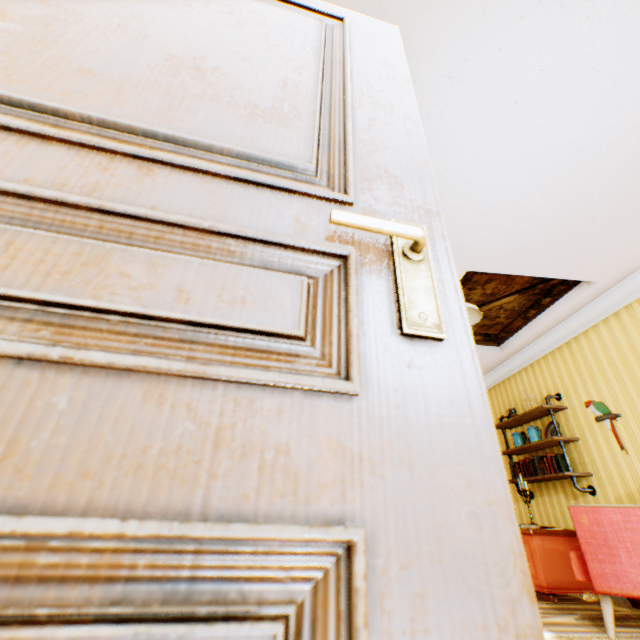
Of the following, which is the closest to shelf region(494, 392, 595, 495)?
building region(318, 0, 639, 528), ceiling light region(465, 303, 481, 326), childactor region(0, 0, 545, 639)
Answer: building region(318, 0, 639, 528)

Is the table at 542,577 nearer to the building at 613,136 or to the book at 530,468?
the building at 613,136

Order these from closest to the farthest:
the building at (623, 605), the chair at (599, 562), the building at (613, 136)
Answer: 1. the building at (613, 136)
2. the chair at (599, 562)
3. the building at (623, 605)

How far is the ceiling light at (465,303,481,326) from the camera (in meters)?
3.23

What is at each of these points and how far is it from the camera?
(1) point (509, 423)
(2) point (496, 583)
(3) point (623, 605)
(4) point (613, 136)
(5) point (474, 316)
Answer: (1) shelf, 5.33m
(2) childactor, 0.34m
(3) building, 3.40m
(4) building, 2.38m
(5) ceiling light, 3.45m

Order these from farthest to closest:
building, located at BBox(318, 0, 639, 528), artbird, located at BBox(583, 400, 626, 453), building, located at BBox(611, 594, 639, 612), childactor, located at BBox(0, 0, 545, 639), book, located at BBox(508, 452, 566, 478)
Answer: book, located at BBox(508, 452, 566, 478) → artbird, located at BBox(583, 400, 626, 453) → building, located at BBox(611, 594, 639, 612) → building, located at BBox(318, 0, 639, 528) → childactor, located at BBox(0, 0, 545, 639)

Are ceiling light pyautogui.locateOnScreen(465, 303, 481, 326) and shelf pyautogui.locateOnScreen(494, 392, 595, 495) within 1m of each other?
no

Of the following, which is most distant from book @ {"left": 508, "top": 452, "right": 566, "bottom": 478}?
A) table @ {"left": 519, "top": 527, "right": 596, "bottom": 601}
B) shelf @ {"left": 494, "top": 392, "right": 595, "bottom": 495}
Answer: table @ {"left": 519, "top": 527, "right": 596, "bottom": 601}
